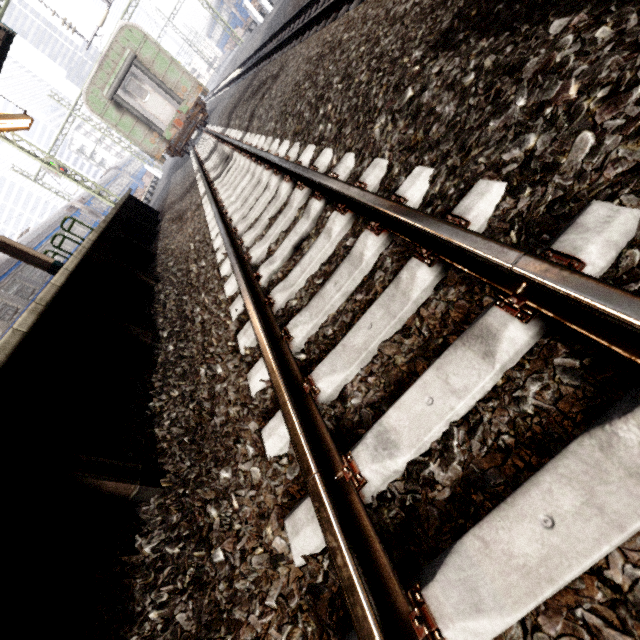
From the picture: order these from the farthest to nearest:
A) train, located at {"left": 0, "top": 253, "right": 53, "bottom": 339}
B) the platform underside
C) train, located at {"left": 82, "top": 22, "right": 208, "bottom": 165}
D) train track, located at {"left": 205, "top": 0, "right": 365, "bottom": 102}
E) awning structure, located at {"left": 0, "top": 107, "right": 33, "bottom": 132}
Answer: train, located at {"left": 82, "top": 22, "right": 208, "bottom": 165} < train, located at {"left": 0, "top": 253, "right": 53, "bottom": 339} < awning structure, located at {"left": 0, "top": 107, "right": 33, "bottom": 132} < train track, located at {"left": 205, "top": 0, "right": 365, "bottom": 102} < the platform underside

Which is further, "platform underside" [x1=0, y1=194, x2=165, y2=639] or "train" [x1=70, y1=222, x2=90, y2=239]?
"train" [x1=70, y1=222, x2=90, y2=239]

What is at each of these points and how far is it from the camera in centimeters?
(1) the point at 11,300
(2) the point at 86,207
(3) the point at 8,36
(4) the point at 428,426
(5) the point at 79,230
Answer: (1) train, 1209cm
(2) train, 2334cm
(3) awning structure, 873cm
(4) train track, 119cm
(5) train, 2122cm

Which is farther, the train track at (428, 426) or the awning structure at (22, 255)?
the awning structure at (22, 255)

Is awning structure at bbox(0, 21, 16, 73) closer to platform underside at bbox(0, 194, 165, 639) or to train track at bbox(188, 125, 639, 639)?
platform underside at bbox(0, 194, 165, 639)

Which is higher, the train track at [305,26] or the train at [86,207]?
the train at [86,207]

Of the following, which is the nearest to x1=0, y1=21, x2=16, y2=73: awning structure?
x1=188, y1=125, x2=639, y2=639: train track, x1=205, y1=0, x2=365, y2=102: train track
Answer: x1=188, y1=125, x2=639, y2=639: train track

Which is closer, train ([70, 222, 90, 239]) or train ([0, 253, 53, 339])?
train ([0, 253, 53, 339])
